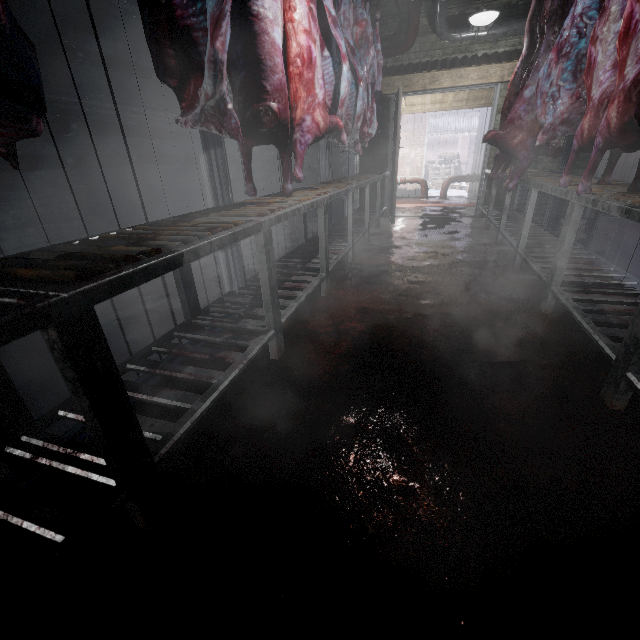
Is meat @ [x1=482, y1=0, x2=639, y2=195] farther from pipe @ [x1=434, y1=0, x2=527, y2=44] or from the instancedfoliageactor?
the instancedfoliageactor

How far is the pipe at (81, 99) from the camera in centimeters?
381cm

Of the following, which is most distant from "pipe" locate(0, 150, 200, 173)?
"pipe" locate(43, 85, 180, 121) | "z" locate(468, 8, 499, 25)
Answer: "z" locate(468, 8, 499, 25)

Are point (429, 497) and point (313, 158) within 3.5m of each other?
no

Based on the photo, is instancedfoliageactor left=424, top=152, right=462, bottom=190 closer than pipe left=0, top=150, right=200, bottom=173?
No

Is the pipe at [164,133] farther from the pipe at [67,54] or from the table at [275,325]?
the table at [275,325]

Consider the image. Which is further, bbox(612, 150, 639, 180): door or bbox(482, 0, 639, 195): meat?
bbox(612, 150, 639, 180): door

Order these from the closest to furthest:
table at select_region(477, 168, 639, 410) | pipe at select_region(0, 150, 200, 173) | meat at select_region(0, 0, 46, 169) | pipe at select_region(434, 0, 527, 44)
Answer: meat at select_region(0, 0, 46, 169), table at select_region(477, 168, 639, 410), pipe at select_region(0, 150, 200, 173), pipe at select_region(434, 0, 527, 44)
